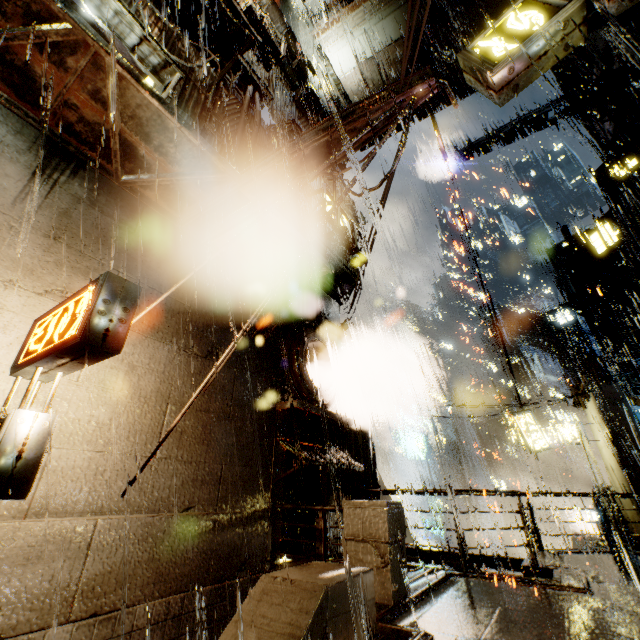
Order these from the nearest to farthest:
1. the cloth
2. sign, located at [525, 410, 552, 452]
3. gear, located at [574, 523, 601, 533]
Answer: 1. the cloth
2. sign, located at [525, 410, 552, 452]
3. gear, located at [574, 523, 601, 533]

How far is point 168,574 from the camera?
5.11m

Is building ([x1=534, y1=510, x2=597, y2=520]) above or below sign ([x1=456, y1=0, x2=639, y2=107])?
below

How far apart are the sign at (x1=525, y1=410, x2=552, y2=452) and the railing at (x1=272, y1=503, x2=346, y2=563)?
18.1m

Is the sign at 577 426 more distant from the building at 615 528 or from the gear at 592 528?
the gear at 592 528

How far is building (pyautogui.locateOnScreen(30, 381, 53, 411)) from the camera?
4.3m

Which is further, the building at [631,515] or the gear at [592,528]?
the gear at [592,528]
